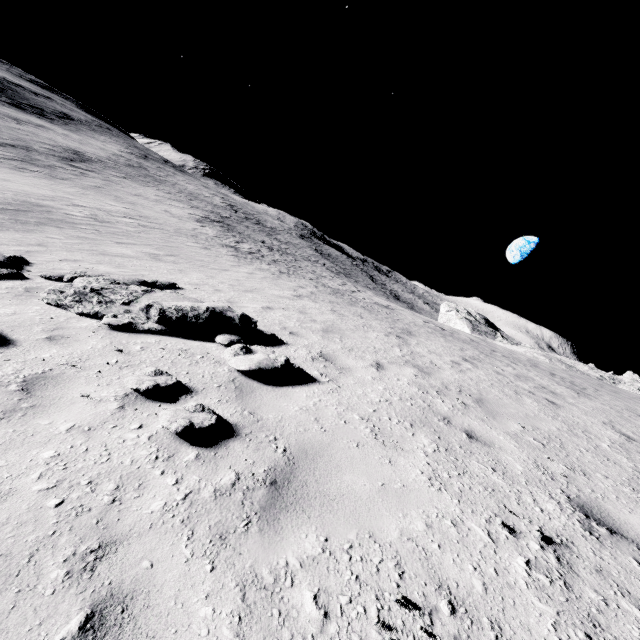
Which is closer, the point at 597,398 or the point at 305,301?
the point at 597,398

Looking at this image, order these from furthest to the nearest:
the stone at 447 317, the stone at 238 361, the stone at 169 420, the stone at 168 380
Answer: the stone at 447 317
the stone at 238 361
the stone at 168 380
the stone at 169 420

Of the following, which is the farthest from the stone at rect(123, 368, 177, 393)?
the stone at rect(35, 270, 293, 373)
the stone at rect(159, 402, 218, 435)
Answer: the stone at rect(35, 270, 293, 373)

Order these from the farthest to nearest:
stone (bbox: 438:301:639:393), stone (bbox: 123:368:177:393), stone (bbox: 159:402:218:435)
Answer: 1. stone (bbox: 438:301:639:393)
2. stone (bbox: 123:368:177:393)
3. stone (bbox: 159:402:218:435)

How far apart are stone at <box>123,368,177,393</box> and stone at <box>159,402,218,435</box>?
0.55m

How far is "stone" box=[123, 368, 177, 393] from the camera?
3.6m

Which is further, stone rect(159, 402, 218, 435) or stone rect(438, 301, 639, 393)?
stone rect(438, 301, 639, 393)

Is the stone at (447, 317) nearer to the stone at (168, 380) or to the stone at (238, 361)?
the stone at (238, 361)
